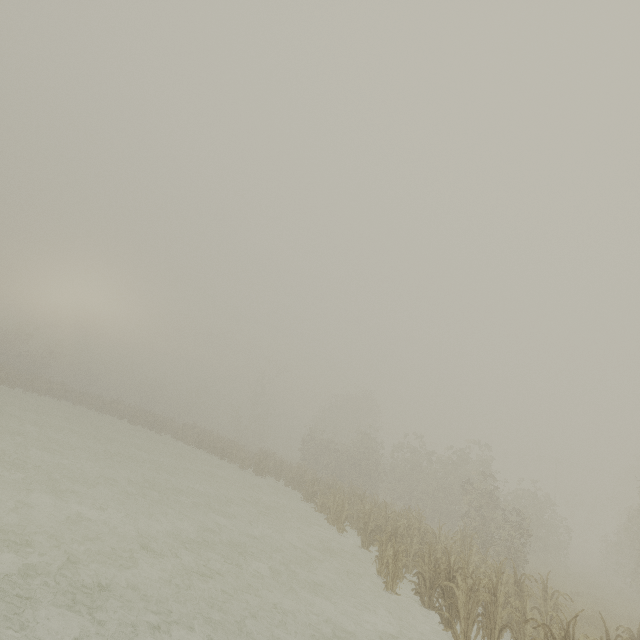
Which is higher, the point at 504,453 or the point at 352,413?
the point at 504,453

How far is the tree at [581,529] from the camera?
42.2m

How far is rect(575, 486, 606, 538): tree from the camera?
42.2m
